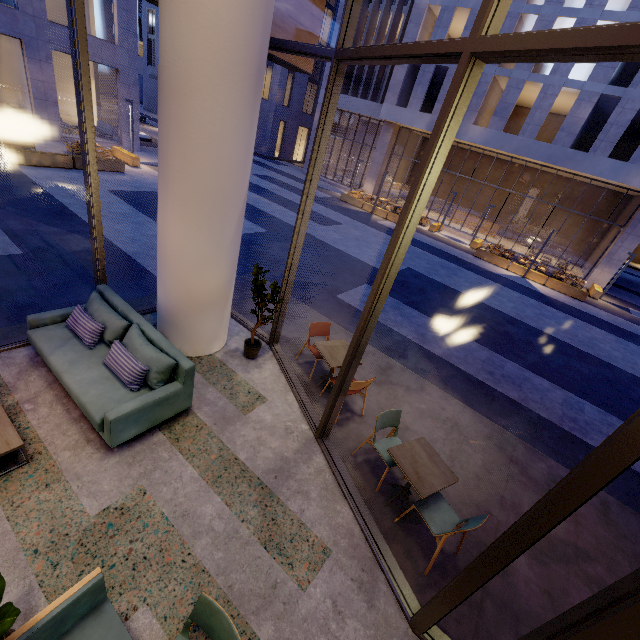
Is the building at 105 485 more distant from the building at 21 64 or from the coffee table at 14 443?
the building at 21 64

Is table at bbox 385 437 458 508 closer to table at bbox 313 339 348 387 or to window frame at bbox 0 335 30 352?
window frame at bbox 0 335 30 352

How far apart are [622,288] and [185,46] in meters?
32.2

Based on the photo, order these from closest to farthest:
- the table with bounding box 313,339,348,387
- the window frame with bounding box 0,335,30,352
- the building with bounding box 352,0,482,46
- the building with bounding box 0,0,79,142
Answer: the window frame with bounding box 0,335,30,352, the table with bounding box 313,339,348,387, the building with bounding box 0,0,79,142, the building with bounding box 352,0,482,46

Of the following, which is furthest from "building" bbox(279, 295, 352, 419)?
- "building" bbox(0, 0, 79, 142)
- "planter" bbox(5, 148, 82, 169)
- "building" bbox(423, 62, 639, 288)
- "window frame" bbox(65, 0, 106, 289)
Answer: "building" bbox(423, 62, 639, 288)

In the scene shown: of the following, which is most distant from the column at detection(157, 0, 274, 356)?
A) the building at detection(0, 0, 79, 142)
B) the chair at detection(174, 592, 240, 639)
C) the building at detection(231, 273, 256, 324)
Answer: the building at detection(0, 0, 79, 142)

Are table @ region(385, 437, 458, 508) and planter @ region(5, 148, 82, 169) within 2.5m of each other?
no

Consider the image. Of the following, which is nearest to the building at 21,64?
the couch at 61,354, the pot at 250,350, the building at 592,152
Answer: the couch at 61,354
